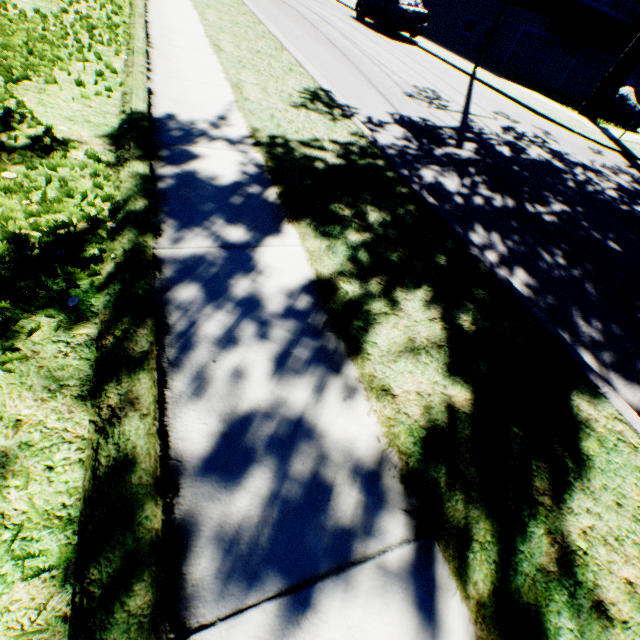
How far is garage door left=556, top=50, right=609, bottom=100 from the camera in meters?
20.9

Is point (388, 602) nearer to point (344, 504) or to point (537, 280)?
point (344, 504)

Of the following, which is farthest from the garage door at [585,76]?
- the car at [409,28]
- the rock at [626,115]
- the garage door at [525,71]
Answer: the car at [409,28]

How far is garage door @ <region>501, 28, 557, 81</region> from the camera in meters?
18.8

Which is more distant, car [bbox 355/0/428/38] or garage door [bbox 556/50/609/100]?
garage door [bbox 556/50/609/100]

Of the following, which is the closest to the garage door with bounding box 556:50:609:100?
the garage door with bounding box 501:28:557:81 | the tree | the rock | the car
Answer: the garage door with bounding box 501:28:557:81

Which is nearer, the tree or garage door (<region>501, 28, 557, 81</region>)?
the tree

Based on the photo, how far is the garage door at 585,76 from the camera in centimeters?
2091cm
